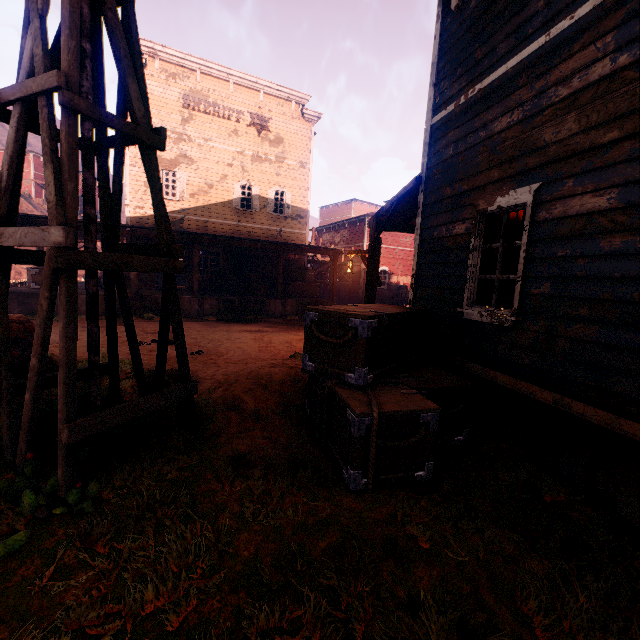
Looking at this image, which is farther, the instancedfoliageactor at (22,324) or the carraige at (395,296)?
the carraige at (395,296)

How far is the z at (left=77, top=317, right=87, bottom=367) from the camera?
6.7m

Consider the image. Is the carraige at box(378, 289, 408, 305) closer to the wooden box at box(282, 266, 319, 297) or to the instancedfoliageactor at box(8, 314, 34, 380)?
the wooden box at box(282, 266, 319, 297)

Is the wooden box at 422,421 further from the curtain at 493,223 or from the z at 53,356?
the curtain at 493,223

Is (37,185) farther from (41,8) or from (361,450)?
(361,450)

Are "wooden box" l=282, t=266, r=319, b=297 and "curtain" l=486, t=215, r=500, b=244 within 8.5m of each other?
no

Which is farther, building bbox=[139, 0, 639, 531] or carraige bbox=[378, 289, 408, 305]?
carraige bbox=[378, 289, 408, 305]

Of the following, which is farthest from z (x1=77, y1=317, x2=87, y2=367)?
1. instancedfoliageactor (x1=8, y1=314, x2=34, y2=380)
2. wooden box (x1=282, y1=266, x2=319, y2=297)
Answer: wooden box (x1=282, y1=266, x2=319, y2=297)
